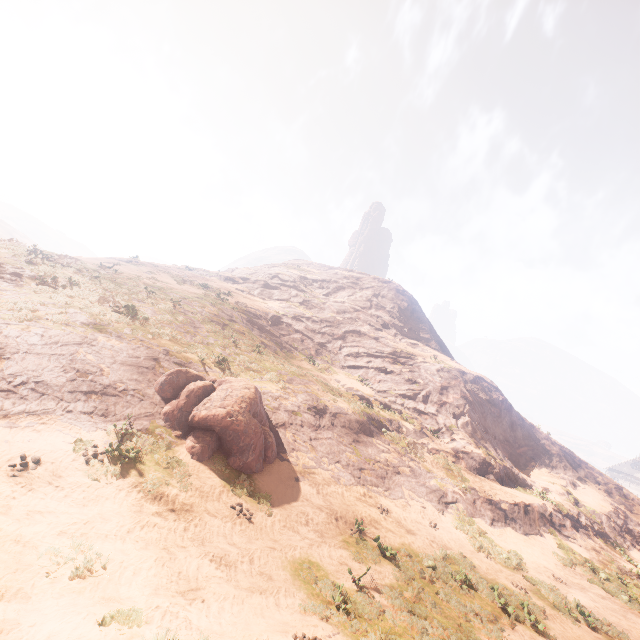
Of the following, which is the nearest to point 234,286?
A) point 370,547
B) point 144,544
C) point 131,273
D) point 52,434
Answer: point 131,273

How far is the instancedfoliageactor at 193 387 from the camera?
12.2m

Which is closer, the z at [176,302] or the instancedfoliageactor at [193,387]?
the z at [176,302]

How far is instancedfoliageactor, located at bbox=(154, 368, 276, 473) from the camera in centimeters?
1220cm

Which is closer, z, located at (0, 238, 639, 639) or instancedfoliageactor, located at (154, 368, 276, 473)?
z, located at (0, 238, 639, 639)
